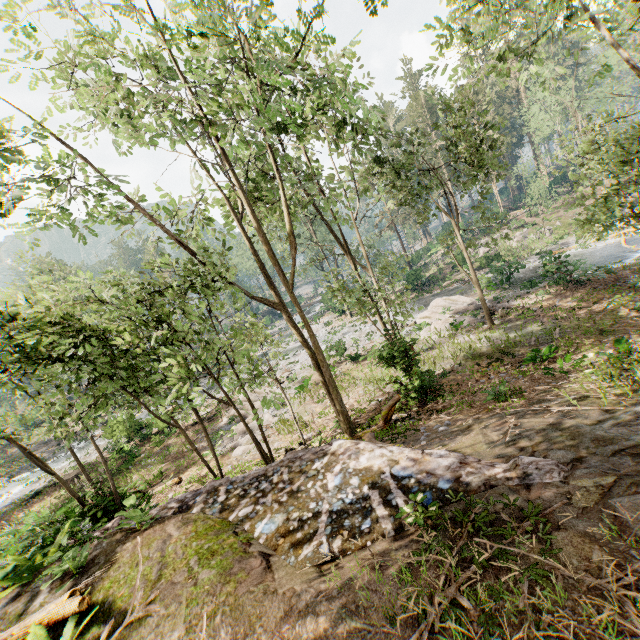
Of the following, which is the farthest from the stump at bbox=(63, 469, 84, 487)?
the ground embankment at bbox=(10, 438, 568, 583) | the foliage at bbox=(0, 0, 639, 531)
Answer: the ground embankment at bbox=(10, 438, 568, 583)

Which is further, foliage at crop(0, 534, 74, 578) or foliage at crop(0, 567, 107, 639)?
foliage at crop(0, 534, 74, 578)

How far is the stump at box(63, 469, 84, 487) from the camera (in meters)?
22.53

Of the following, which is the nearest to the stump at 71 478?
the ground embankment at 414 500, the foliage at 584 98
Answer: the foliage at 584 98

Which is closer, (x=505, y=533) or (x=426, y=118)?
(x=505, y=533)

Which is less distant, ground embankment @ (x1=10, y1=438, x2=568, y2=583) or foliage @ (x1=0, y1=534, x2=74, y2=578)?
ground embankment @ (x1=10, y1=438, x2=568, y2=583)

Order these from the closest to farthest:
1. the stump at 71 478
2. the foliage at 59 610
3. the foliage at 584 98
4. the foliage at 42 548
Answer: the foliage at 59 610
the foliage at 42 548
the foliage at 584 98
the stump at 71 478

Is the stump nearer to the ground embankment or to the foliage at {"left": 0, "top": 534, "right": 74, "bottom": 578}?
the foliage at {"left": 0, "top": 534, "right": 74, "bottom": 578}
